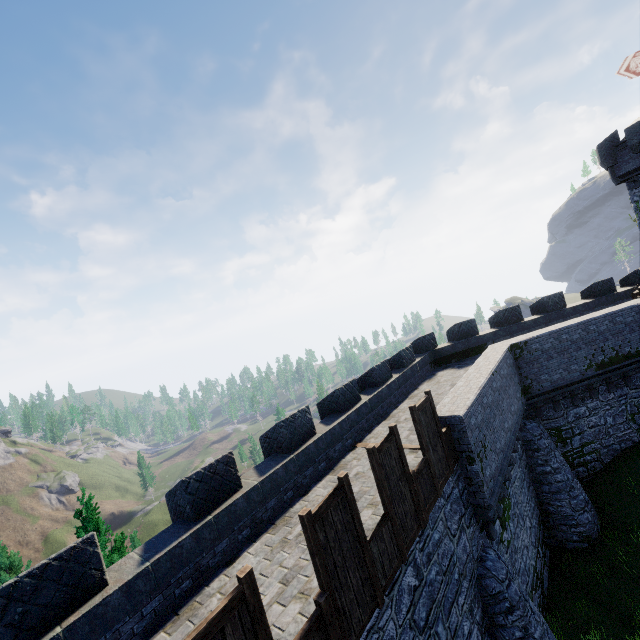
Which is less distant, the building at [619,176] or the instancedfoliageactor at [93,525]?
the instancedfoliageactor at [93,525]

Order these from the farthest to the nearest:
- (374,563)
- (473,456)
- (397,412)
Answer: (397,412), (473,456), (374,563)

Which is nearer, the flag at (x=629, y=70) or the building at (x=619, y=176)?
the flag at (x=629, y=70)

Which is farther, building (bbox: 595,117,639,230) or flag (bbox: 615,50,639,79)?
building (bbox: 595,117,639,230)

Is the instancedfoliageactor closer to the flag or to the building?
the building

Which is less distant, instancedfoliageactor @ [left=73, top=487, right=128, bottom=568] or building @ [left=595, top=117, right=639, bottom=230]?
instancedfoliageactor @ [left=73, top=487, right=128, bottom=568]

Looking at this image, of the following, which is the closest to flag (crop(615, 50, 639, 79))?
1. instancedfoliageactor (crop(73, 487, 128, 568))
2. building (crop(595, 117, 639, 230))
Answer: building (crop(595, 117, 639, 230))
